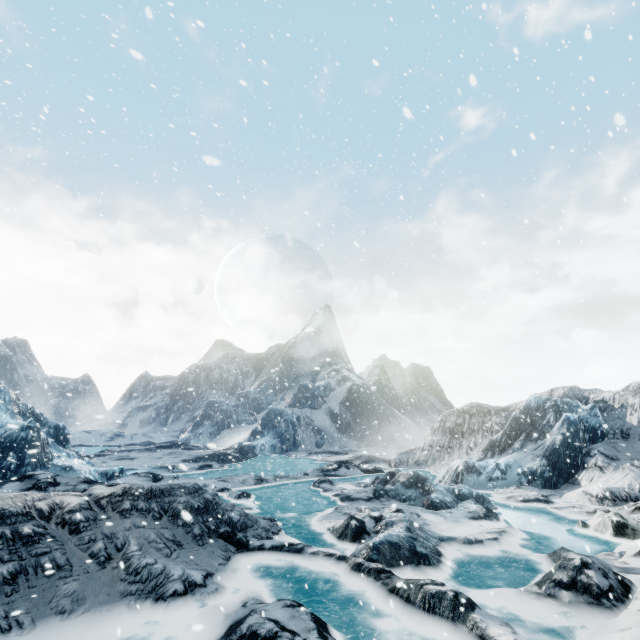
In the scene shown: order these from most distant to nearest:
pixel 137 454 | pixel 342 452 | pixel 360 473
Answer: pixel 342 452, pixel 137 454, pixel 360 473
